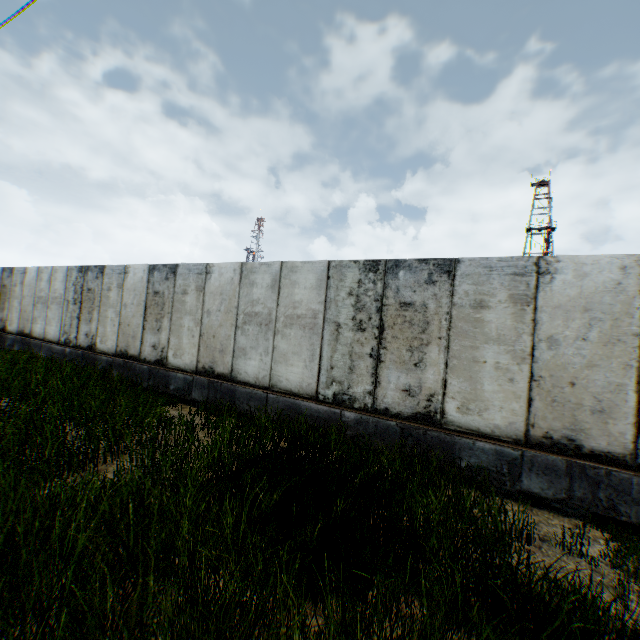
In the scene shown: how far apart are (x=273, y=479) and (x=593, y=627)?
3.2m
